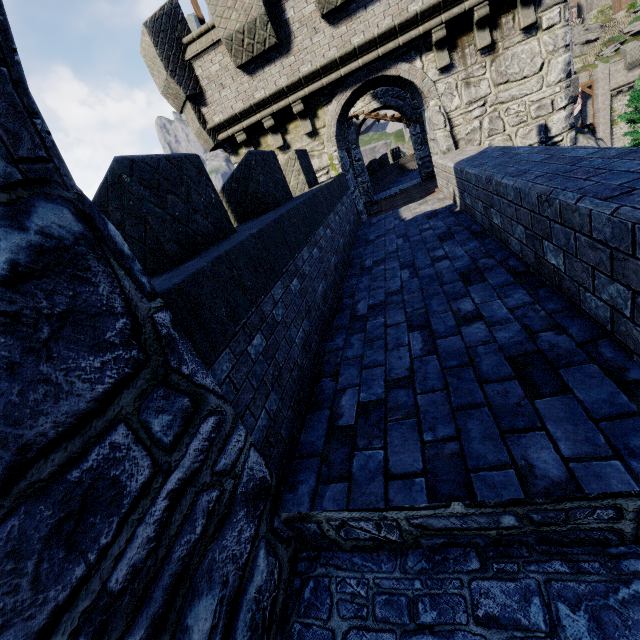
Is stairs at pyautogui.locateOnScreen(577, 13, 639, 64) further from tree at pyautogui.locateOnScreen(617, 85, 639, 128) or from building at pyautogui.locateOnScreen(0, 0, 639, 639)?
building at pyautogui.locateOnScreen(0, 0, 639, 639)

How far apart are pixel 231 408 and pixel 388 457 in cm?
119

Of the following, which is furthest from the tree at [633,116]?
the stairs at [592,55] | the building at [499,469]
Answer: the stairs at [592,55]

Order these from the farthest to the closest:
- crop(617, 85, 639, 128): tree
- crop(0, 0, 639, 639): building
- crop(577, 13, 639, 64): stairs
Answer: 1. crop(577, 13, 639, 64): stairs
2. crop(617, 85, 639, 128): tree
3. crop(0, 0, 639, 639): building

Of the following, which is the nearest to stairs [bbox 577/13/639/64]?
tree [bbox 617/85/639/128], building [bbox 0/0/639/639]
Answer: tree [bbox 617/85/639/128]

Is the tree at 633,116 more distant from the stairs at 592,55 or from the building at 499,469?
the stairs at 592,55
